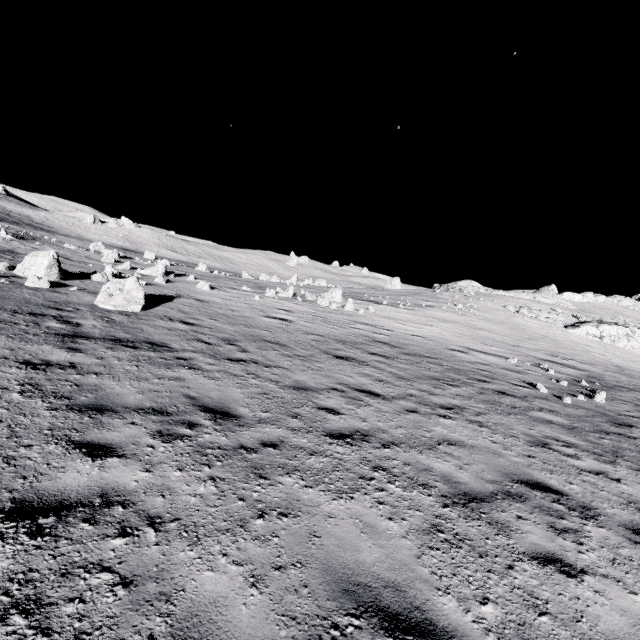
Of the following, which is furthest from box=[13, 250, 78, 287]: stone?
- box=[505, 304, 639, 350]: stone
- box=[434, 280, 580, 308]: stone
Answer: box=[434, 280, 580, 308]: stone

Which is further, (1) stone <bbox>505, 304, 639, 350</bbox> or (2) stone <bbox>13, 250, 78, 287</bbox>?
(1) stone <bbox>505, 304, 639, 350</bbox>

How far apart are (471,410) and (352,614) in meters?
7.2 m

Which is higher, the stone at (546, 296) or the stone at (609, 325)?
the stone at (546, 296)

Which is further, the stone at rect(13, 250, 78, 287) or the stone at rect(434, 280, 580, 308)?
the stone at rect(434, 280, 580, 308)

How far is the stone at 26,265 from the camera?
12.5 meters

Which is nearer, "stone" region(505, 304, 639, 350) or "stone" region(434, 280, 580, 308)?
"stone" region(505, 304, 639, 350)

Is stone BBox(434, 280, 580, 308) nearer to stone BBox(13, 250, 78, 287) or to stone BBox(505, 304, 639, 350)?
stone BBox(505, 304, 639, 350)
